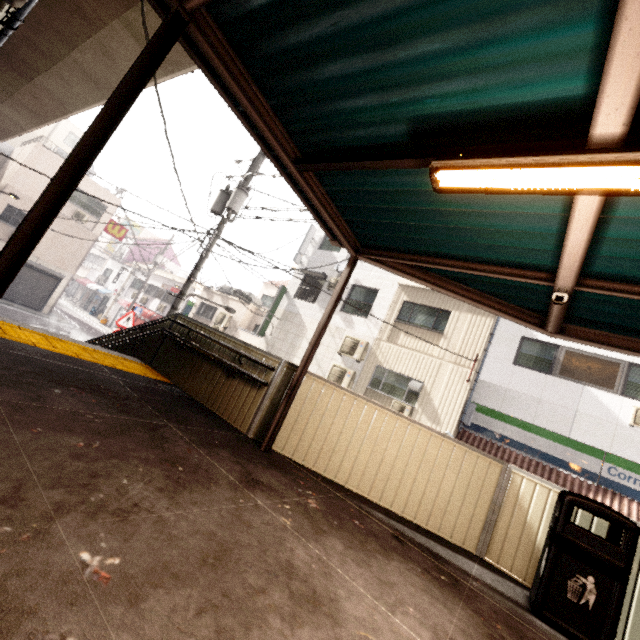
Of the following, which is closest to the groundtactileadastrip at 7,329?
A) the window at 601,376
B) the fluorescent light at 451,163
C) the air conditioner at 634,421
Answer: the fluorescent light at 451,163

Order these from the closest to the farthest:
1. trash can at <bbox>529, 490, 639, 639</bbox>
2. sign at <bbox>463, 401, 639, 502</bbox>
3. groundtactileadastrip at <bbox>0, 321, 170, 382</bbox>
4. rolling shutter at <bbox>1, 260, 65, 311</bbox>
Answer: trash can at <bbox>529, 490, 639, 639</bbox> → groundtactileadastrip at <bbox>0, 321, 170, 382</bbox> → sign at <bbox>463, 401, 639, 502</bbox> → rolling shutter at <bbox>1, 260, 65, 311</bbox>

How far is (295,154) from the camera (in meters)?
3.36

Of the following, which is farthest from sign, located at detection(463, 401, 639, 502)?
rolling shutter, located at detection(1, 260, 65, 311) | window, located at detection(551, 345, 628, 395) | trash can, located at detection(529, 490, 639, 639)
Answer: rolling shutter, located at detection(1, 260, 65, 311)

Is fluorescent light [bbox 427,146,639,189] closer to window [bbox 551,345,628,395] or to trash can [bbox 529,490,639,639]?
trash can [bbox 529,490,639,639]

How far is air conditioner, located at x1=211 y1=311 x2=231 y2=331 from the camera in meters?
19.3

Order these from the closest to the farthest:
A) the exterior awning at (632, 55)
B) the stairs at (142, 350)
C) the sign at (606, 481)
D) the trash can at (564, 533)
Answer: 1. the exterior awning at (632, 55)
2. the trash can at (564, 533)
3. the stairs at (142, 350)
4. the sign at (606, 481)

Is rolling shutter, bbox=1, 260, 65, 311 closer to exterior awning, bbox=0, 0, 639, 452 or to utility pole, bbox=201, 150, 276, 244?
utility pole, bbox=201, 150, 276, 244
